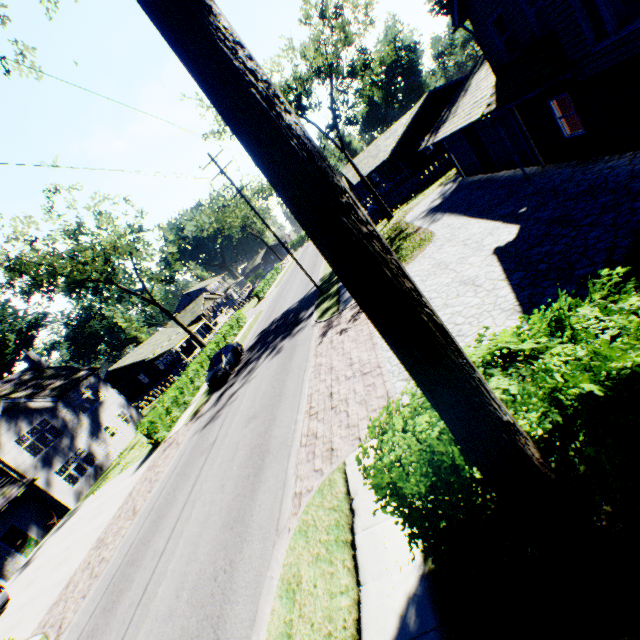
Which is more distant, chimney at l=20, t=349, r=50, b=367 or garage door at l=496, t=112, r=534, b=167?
chimney at l=20, t=349, r=50, b=367

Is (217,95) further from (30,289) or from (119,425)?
(30,289)

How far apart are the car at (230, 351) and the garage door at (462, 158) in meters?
→ 20.9

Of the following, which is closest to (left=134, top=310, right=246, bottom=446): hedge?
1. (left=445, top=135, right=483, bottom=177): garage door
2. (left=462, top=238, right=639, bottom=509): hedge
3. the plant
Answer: (left=462, top=238, right=639, bottom=509): hedge

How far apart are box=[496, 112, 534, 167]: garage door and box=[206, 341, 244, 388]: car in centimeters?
2083cm

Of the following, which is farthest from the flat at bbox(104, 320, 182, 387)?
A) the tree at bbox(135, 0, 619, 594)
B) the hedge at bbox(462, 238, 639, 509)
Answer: the hedge at bbox(462, 238, 639, 509)

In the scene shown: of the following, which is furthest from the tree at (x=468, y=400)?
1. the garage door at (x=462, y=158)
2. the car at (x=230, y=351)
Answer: the garage door at (x=462, y=158)

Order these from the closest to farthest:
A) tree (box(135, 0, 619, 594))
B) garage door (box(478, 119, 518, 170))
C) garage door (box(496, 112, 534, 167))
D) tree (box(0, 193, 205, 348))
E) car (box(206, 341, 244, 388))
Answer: tree (box(135, 0, 619, 594)) → garage door (box(496, 112, 534, 167)) → garage door (box(478, 119, 518, 170)) → car (box(206, 341, 244, 388)) → tree (box(0, 193, 205, 348))
